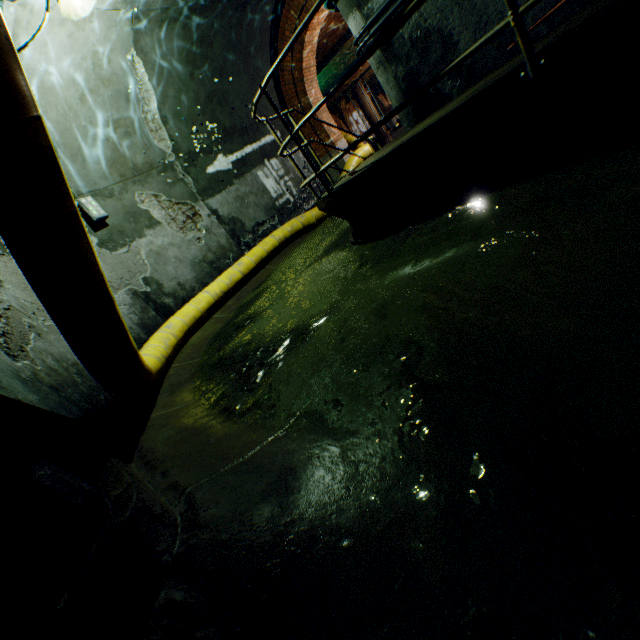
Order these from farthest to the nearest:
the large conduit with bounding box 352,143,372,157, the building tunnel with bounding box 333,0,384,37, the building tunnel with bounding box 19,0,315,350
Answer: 1. the large conduit with bounding box 352,143,372,157
2. the building tunnel with bounding box 19,0,315,350
3. the building tunnel with bounding box 333,0,384,37

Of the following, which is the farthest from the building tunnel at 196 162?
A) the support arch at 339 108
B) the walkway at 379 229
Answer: the support arch at 339 108

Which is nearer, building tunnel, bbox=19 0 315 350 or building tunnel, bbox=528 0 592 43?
building tunnel, bbox=528 0 592 43

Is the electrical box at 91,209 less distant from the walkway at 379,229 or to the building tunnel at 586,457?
the building tunnel at 586,457

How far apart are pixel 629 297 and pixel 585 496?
1.0 meters

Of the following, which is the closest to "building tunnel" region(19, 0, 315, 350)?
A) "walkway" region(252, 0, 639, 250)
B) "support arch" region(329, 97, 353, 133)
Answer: "walkway" region(252, 0, 639, 250)

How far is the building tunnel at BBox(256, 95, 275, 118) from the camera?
8.5 meters

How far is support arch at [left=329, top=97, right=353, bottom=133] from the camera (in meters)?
26.77
